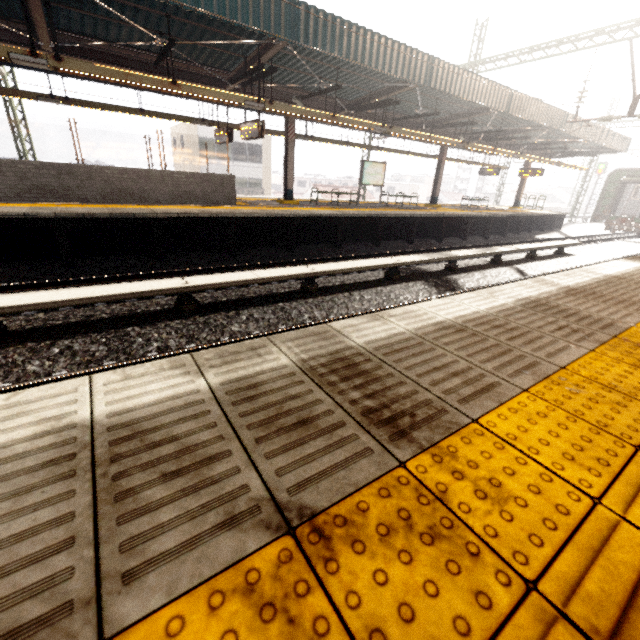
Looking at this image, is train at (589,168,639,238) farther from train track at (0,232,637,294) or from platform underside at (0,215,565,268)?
train track at (0,232,637,294)

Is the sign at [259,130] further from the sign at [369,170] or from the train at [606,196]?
the train at [606,196]

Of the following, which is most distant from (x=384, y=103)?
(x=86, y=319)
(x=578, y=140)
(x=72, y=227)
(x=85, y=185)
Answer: (x=578, y=140)

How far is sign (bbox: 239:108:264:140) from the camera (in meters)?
10.16

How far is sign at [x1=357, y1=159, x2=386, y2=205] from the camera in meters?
15.4

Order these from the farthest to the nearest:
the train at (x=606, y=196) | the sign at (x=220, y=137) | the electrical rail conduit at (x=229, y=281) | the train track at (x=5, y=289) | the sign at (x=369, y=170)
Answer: the train at (x=606, y=196) → the sign at (x=369, y=170) → the sign at (x=220, y=137) → the train track at (x=5, y=289) → the electrical rail conduit at (x=229, y=281)

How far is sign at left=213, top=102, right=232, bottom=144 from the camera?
12.3 meters

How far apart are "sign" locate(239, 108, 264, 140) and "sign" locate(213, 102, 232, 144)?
1.4 meters
